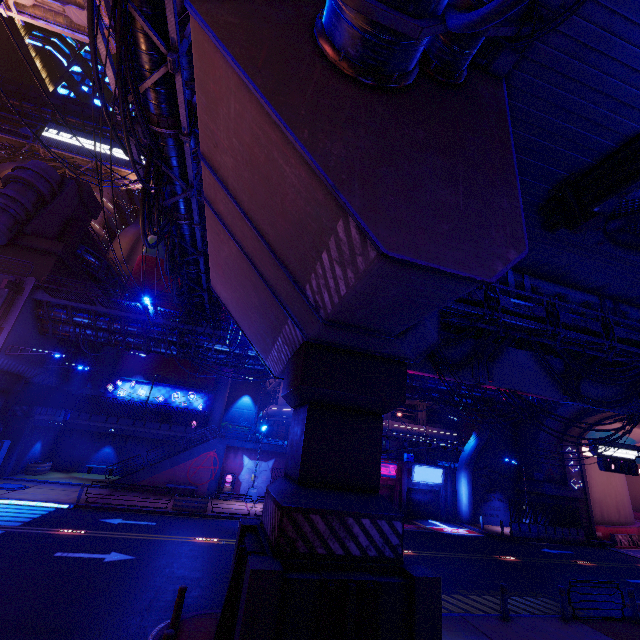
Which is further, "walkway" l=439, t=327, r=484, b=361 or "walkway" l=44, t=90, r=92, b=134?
"walkway" l=44, t=90, r=92, b=134

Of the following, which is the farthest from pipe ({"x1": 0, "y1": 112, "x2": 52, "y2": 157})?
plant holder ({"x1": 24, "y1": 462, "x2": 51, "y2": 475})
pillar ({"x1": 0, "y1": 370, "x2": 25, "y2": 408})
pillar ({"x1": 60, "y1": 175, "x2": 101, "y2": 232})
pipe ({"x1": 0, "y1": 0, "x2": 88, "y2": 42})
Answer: plant holder ({"x1": 24, "y1": 462, "x2": 51, "y2": 475})

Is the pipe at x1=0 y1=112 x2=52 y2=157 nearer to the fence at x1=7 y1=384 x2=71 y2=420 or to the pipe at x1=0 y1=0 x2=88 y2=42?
the pipe at x1=0 y1=0 x2=88 y2=42

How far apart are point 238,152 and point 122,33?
4.8m

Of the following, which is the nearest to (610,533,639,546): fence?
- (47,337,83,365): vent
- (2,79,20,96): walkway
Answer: (2,79,20,96): walkway

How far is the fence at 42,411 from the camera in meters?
25.9

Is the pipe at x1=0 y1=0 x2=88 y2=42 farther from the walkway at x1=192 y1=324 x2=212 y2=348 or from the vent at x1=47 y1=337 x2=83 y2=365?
the vent at x1=47 y1=337 x2=83 y2=365

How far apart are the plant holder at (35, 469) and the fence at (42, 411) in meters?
3.4
